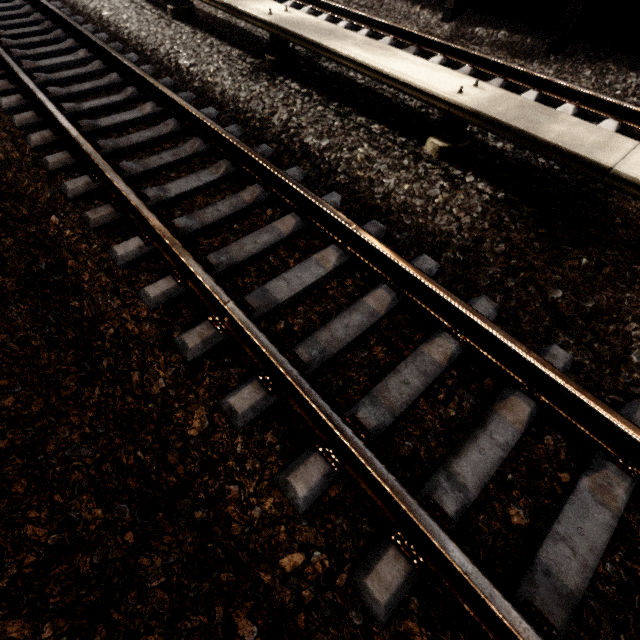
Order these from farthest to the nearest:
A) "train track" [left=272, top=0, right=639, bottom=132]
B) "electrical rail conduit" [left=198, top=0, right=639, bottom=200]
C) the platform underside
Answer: the platform underside → "train track" [left=272, top=0, right=639, bottom=132] → "electrical rail conduit" [left=198, top=0, right=639, bottom=200]

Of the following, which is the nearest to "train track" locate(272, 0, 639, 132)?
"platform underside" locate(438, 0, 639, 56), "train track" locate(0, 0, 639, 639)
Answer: "platform underside" locate(438, 0, 639, 56)

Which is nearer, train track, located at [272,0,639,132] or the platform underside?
train track, located at [272,0,639,132]

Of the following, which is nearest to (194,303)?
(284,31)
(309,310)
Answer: (309,310)

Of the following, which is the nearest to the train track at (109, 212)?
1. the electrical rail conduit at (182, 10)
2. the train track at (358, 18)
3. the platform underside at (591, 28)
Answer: the electrical rail conduit at (182, 10)

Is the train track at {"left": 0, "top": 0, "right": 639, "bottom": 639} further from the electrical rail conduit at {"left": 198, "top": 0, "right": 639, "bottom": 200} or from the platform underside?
the platform underside

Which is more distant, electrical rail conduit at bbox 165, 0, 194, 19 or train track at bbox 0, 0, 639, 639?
electrical rail conduit at bbox 165, 0, 194, 19

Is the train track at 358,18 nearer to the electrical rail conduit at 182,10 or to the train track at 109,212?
the electrical rail conduit at 182,10
